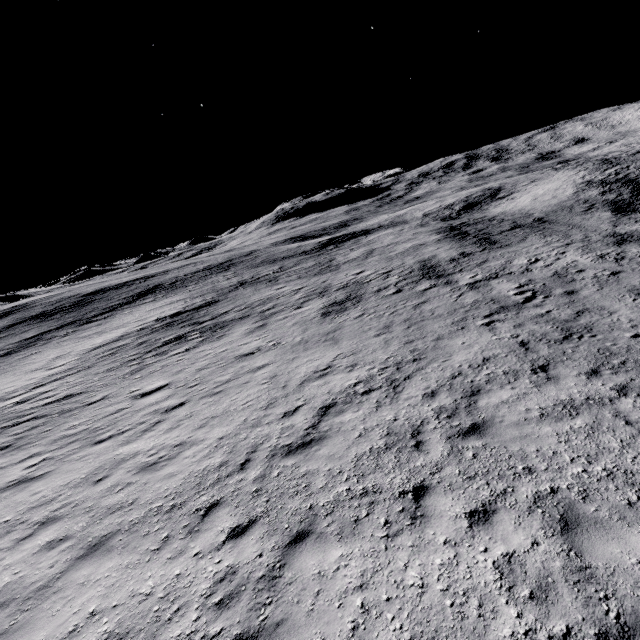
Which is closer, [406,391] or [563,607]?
[563,607]
